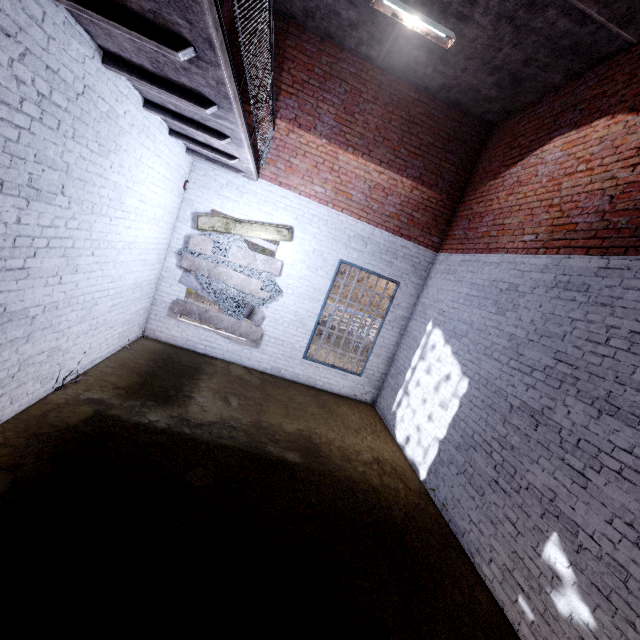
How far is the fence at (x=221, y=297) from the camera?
6.9m

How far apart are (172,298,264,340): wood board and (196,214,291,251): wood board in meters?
0.1 m

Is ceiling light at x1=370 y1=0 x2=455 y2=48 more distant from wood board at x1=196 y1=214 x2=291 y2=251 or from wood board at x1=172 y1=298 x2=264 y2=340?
wood board at x1=172 y1=298 x2=264 y2=340

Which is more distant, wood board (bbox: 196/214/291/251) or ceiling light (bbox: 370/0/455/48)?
→ wood board (bbox: 196/214/291/251)

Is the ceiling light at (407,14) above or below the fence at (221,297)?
above

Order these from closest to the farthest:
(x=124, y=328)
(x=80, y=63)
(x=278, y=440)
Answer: (x=80, y=63), (x=278, y=440), (x=124, y=328)

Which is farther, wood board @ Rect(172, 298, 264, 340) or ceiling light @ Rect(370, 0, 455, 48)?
wood board @ Rect(172, 298, 264, 340)
